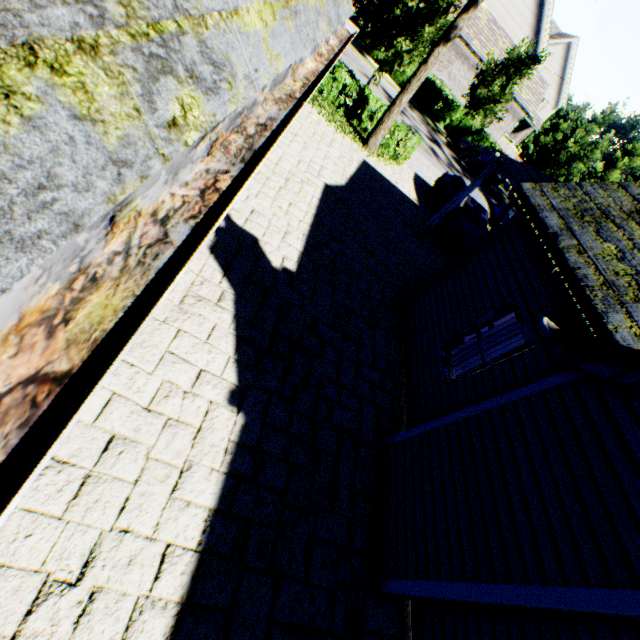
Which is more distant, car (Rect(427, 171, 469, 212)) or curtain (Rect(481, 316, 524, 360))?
car (Rect(427, 171, 469, 212))

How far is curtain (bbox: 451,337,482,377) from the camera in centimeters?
594cm

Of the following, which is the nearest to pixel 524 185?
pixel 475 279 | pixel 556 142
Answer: pixel 475 279

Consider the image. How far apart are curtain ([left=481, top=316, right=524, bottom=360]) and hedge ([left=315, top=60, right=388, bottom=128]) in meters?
11.6 m

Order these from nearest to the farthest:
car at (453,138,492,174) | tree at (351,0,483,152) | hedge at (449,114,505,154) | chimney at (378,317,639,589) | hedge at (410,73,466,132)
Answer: chimney at (378,317,639,589)
tree at (351,0,483,152)
car at (453,138,492,174)
hedge at (410,73,466,132)
hedge at (449,114,505,154)

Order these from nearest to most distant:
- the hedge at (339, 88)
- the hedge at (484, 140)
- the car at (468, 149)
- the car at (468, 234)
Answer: the car at (468, 234) < the hedge at (339, 88) < the car at (468, 149) < the hedge at (484, 140)

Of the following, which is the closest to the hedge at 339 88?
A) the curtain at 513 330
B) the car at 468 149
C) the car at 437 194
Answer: the car at 437 194
